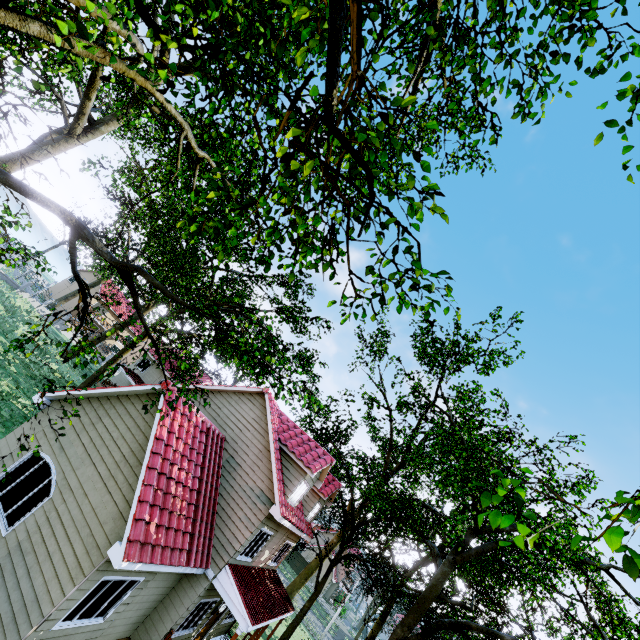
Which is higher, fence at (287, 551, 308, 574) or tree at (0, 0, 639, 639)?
tree at (0, 0, 639, 639)

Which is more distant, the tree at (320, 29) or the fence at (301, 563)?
the fence at (301, 563)

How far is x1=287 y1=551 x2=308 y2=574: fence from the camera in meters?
50.7

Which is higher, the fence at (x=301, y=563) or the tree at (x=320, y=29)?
the tree at (x=320, y=29)

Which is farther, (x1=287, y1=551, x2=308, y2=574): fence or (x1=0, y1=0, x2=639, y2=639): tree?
(x1=287, y1=551, x2=308, y2=574): fence

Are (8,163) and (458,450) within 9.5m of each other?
no
